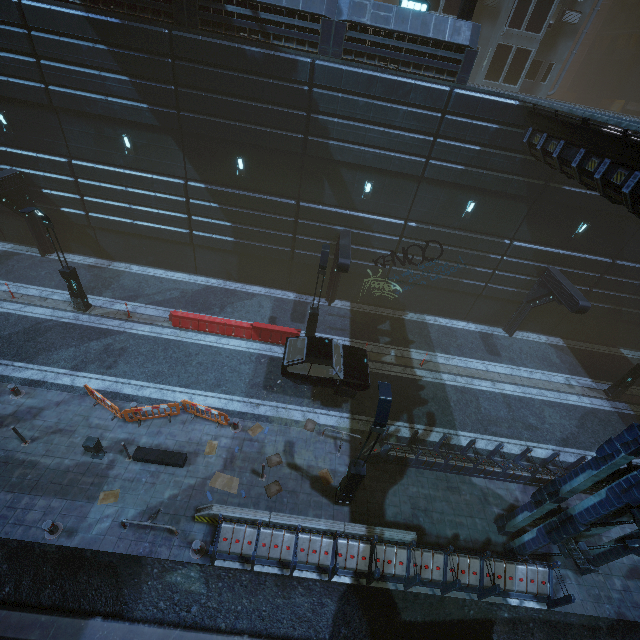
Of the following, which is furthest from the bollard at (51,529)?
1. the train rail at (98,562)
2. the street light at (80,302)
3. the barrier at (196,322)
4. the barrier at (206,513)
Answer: the street light at (80,302)

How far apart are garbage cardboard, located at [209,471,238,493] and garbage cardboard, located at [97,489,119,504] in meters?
2.8 m

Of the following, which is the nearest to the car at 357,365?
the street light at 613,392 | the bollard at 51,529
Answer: the bollard at 51,529

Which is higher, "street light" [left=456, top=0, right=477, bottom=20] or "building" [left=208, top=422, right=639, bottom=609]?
"street light" [left=456, top=0, right=477, bottom=20]

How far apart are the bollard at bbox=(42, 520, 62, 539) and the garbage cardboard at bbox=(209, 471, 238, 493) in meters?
4.2

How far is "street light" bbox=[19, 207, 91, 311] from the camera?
13.4m

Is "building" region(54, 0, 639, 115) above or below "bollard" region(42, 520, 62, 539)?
above

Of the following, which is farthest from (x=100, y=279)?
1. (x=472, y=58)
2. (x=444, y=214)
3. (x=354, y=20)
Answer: (x=472, y=58)
